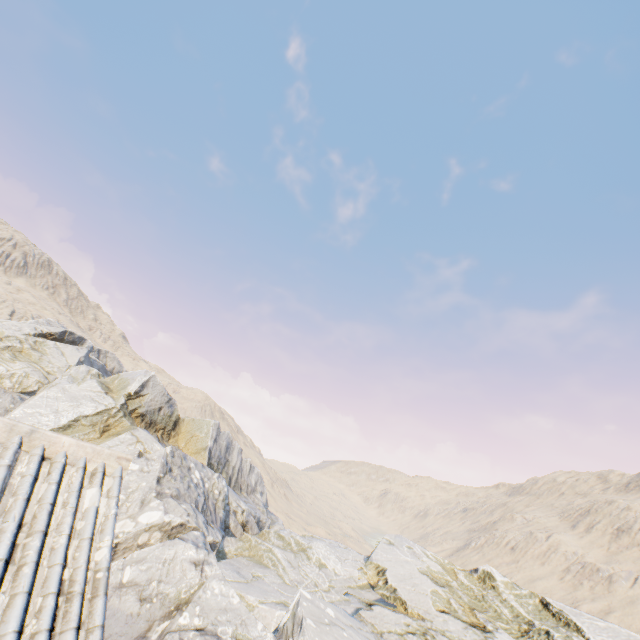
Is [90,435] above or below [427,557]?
above
